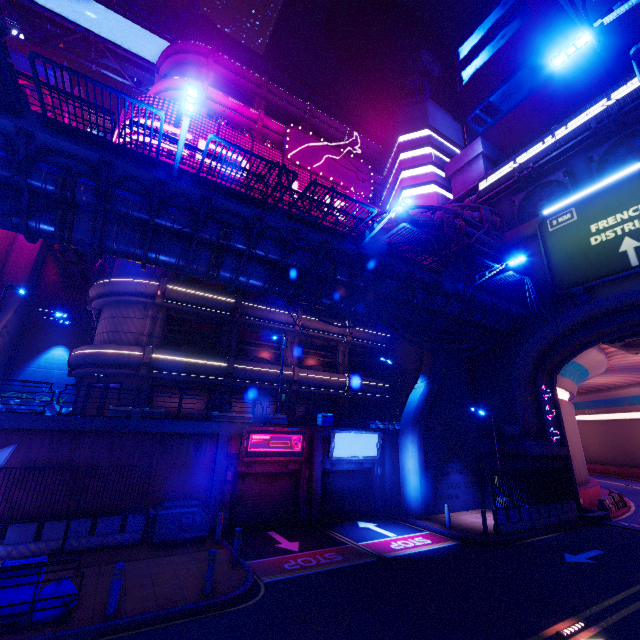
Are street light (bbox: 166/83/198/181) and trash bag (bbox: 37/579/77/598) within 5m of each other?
no

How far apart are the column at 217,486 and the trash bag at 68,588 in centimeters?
638cm

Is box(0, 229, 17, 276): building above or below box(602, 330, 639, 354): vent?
above

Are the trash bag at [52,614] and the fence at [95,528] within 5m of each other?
yes

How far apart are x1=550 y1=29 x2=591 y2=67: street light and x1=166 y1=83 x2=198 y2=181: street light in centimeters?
870cm

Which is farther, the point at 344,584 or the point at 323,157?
the point at 323,157

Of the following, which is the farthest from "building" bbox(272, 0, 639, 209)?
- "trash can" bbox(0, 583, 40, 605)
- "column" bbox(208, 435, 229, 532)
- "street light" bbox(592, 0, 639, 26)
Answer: "trash can" bbox(0, 583, 40, 605)

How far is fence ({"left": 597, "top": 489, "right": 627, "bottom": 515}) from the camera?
20.75m
